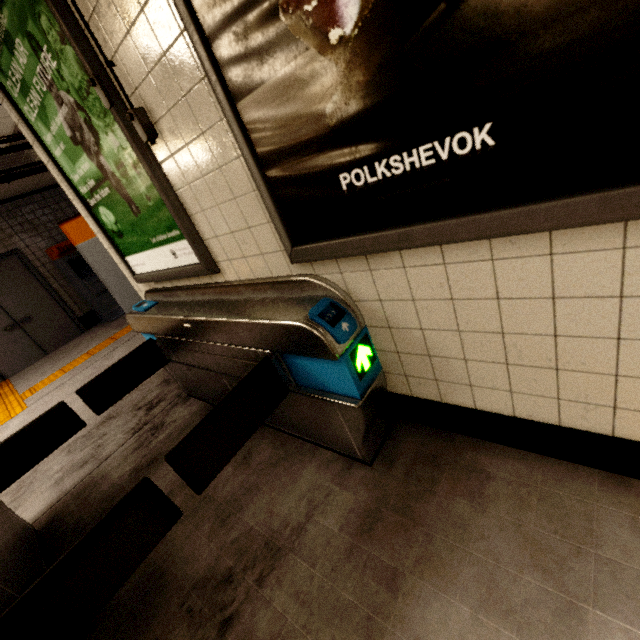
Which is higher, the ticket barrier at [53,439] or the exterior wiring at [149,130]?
the exterior wiring at [149,130]

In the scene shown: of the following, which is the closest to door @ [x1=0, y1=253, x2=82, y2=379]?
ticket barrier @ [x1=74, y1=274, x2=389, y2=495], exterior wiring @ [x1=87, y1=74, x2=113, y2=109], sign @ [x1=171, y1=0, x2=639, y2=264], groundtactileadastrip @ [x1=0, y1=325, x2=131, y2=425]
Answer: groundtactileadastrip @ [x1=0, y1=325, x2=131, y2=425]

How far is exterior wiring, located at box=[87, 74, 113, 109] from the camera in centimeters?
149cm

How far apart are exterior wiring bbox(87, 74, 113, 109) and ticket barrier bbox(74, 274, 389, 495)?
1.0m

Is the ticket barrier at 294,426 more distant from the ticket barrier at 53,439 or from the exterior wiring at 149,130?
the exterior wiring at 149,130

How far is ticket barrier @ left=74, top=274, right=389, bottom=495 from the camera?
1.4 meters

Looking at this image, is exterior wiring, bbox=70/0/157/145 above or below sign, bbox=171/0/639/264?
above

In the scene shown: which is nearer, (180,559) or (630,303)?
(630,303)
